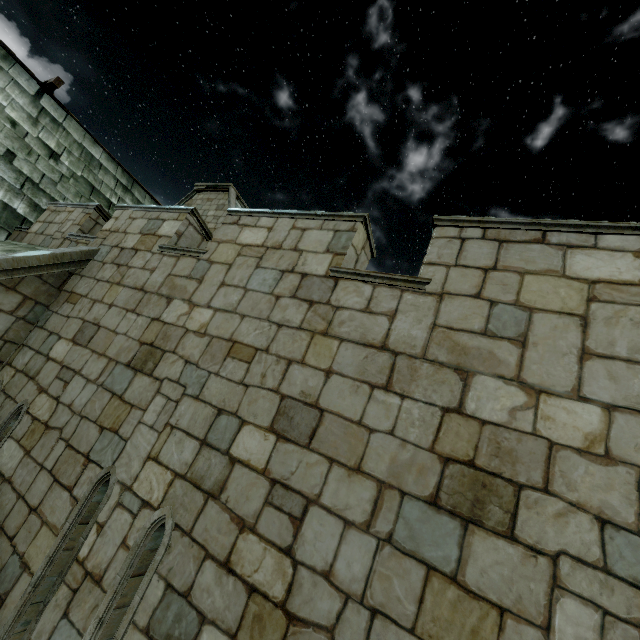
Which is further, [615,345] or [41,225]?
[41,225]
